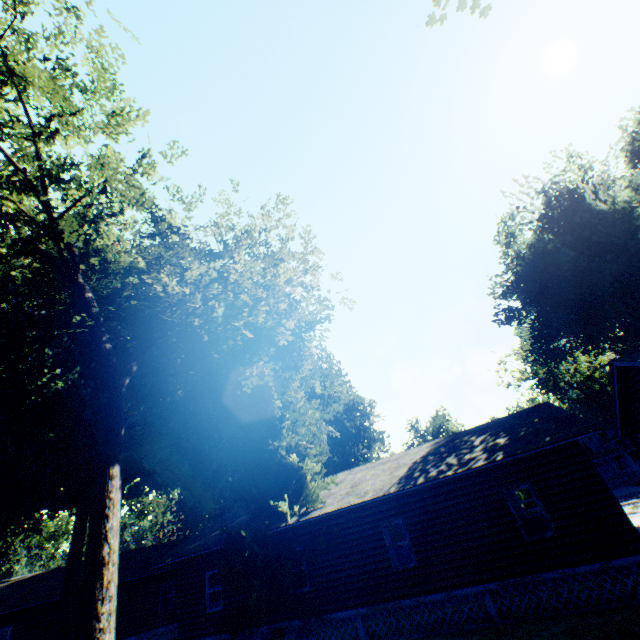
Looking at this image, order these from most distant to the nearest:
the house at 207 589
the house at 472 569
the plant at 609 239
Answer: the plant at 609 239
the house at 207 589
the house at 472 569

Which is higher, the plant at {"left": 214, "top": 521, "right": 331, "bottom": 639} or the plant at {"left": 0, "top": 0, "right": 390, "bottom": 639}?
the plant at {"left": 0, "top": 0, "right": 390, "bottom": 639}

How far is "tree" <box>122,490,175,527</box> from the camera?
44.9m

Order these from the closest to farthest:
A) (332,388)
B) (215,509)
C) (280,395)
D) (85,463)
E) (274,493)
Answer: (85,463) → (274,493) → (280,395) → (215,509) → (332,388)

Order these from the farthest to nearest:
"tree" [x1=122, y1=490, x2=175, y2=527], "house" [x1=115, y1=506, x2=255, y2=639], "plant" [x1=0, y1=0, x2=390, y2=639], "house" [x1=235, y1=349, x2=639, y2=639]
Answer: "tree" [x1=122, y1=490, x2=175, y2=527] < "house" [x1=115, y1=506, x2=255, y2=639] < "house" [x1=235, y1=349, x2=639, y2=639] < "plant" [x1=0, y1=0, x2=390, y2=639]

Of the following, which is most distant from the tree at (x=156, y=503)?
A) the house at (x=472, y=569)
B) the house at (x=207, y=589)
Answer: the house at (x=472, y=569)

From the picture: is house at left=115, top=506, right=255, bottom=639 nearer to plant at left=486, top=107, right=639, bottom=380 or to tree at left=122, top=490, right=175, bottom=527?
plant at left=486, top=107, right=639, bottom=380

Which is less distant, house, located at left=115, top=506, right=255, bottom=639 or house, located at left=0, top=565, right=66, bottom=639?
house, located at left=115, top=506, right=255, bottom=639
